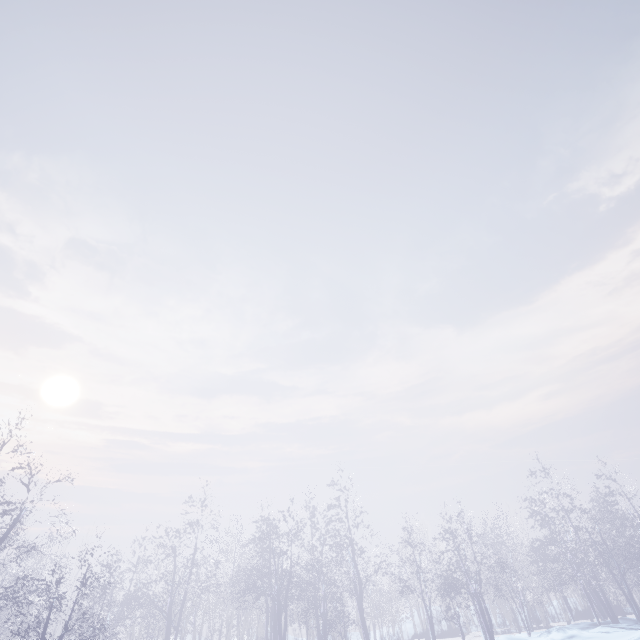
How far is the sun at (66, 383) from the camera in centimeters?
4362cm

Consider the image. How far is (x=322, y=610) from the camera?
17.4 meters

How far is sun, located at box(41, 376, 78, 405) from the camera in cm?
4362
